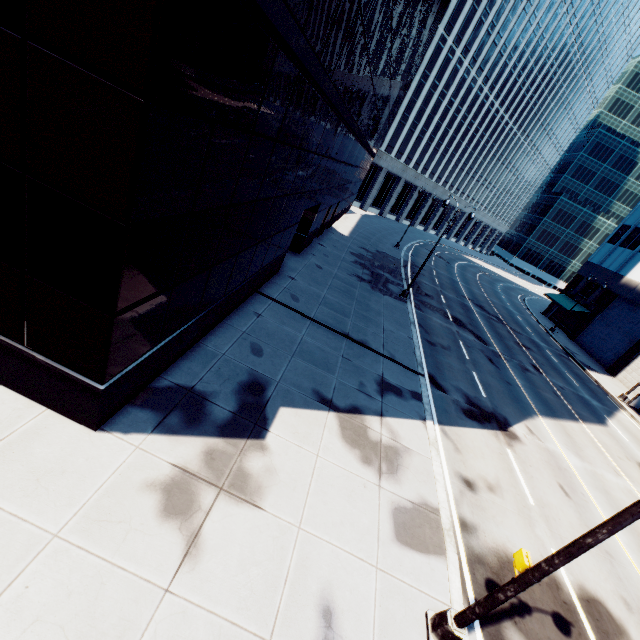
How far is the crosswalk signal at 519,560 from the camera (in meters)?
5.51

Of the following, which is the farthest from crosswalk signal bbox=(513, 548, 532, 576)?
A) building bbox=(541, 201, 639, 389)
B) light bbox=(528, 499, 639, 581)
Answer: building bbox=(541, 201, 639, 389)

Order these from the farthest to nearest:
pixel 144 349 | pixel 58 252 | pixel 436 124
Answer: pixel 436 124 → pixel 144 349 → pixel 58 252

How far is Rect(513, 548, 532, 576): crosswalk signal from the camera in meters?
5.5

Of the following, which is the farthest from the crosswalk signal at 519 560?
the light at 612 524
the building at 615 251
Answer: the building at 615 251

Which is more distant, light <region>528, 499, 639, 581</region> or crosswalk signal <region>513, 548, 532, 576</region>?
crosswalk signal <region>513, 548, 532, 576</region>
